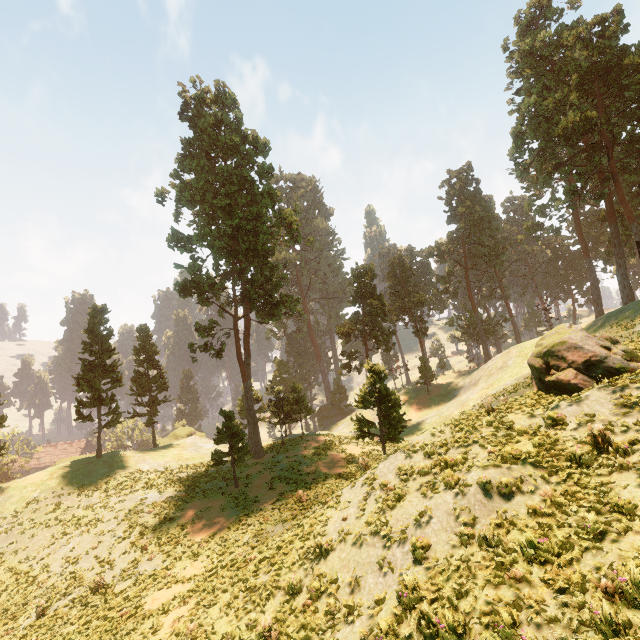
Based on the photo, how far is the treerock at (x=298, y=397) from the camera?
31.5 meters

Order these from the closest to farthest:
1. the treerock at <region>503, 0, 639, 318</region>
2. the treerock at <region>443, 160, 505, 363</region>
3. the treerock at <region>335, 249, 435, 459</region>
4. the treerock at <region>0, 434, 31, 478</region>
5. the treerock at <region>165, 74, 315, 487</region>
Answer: the treerock at <region>335, 249, 435, 459</region> < the treerock at <region>0, 434, 31, 478</region> < the treerock at <region>165, 74, 315, 487</region> < the treerock at <region>503, 0, 639, 318</region> < the treerock at <region>443, 160, 505, 363</region>

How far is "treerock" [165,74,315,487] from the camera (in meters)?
31.45

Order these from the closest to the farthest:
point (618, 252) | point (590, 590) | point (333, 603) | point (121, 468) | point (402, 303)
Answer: point (590, 590) → point (333, 603) → point (121, 468) → point (618, 252) → point (402, 303)

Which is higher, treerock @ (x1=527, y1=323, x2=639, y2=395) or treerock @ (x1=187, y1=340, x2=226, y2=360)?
treerock @ (x1=187, y1=340, x2=226, y2=360)

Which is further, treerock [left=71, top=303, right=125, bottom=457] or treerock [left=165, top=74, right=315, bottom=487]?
treerock [left=71, top=303, right=125, bottom=457]
